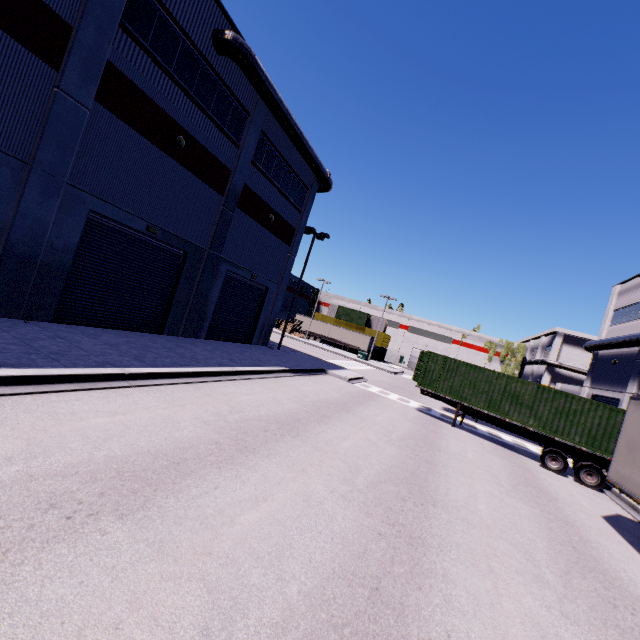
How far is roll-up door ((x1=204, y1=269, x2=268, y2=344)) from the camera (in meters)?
19.97

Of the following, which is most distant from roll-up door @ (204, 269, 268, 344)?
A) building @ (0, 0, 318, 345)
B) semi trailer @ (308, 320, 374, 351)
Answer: semi trailer @ (308, 320, 374, 351)

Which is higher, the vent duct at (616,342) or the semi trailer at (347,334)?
the vent duct at (616,342)

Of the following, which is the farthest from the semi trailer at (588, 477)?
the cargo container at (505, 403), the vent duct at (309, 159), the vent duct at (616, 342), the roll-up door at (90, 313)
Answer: the vent duct at (616, 342)

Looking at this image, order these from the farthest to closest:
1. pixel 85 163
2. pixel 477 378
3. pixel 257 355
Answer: pixel 257 355 < pixel 477 378 < pixel 85 163

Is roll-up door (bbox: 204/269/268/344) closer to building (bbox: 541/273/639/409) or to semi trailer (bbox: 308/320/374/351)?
building (bbox: 541/273/639/409)

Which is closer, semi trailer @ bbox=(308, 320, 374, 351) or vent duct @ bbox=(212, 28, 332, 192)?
vent duct @ bbox=(212, 28, 332, 192)

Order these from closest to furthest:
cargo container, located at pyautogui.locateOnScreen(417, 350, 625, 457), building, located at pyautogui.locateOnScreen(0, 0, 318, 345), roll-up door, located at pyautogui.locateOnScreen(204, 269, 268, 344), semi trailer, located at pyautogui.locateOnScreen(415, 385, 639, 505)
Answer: semi trailer, located at pyautogui.locateOnScreen(415, 385, 639, 505), building, located at pyautogui.locateOnScreen(0, 0, 318, 345), cargo container, located at pyautogui.locateOnScreen(417, 350, 625, 457), roll-up door, located at pyautogui.locateOnScreen(204, 269, 268, 344)
